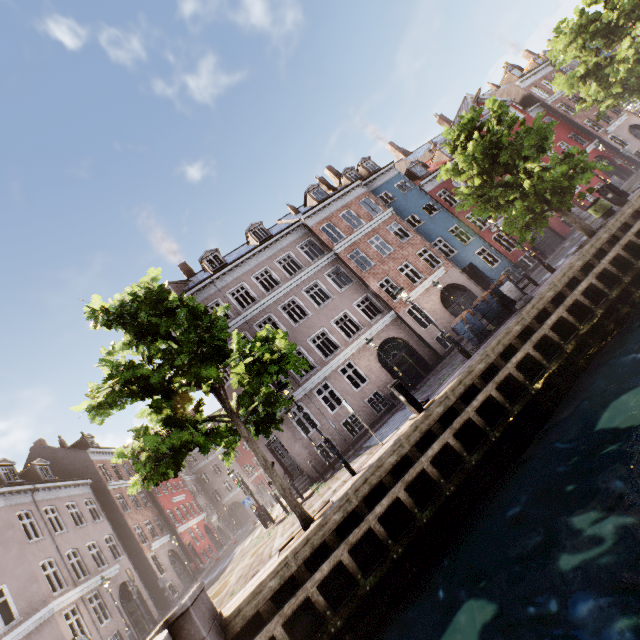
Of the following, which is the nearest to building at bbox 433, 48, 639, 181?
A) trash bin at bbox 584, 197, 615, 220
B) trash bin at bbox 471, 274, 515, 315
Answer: trash bin at bbox 471, 274, 515, 315

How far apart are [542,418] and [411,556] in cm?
536

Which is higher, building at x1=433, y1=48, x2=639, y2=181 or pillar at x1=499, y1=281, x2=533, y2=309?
building at x1=433, y1=48, x2=639, y2=181

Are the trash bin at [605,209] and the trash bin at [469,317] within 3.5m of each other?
no

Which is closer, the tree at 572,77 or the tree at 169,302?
the tree at 169,302

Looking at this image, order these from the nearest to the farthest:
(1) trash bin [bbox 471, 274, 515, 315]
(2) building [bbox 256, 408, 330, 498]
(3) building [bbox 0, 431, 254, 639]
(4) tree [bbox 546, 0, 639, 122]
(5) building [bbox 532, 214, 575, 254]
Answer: (1) trash bin [bbox 471, 274, 515, 315] < (3) building [bbox 0, 431, 254, 639] < (2) building [bbox 256, 408, 330, 498] < (4) tree [bbox 546, 0, 639, 122] < (5) building [bbox 532, 214, 575, 254]

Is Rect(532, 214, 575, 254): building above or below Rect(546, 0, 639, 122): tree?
below

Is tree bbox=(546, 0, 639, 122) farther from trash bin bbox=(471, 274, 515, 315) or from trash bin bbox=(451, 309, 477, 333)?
trash bin bbox=(451, 309, 477, 333)
